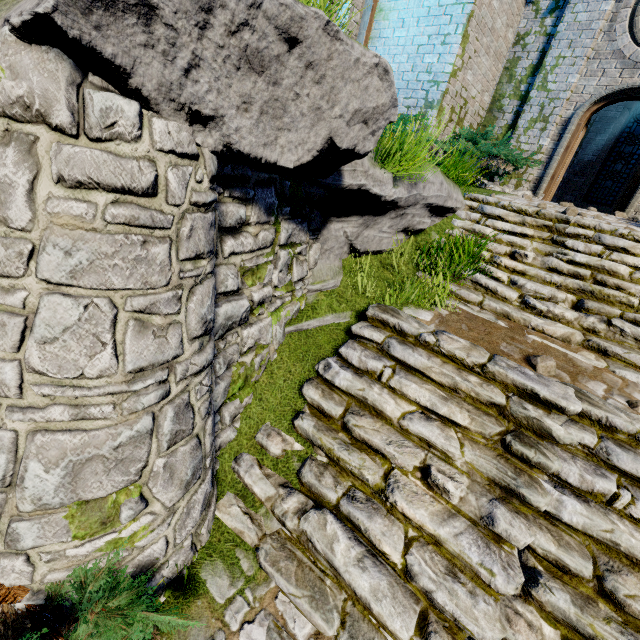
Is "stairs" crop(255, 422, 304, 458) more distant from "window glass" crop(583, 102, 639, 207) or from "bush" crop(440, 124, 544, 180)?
"window glass" crop(583, 102, 639, 207)

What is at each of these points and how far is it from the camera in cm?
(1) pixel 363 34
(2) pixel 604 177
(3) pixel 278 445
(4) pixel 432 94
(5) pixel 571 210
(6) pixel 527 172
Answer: (1) wooden post, 881
(2) window glass, 1273
(3) stairs, 347
(4) building, 812
(5) instancedfoliageactor, 670
(6) building, 936

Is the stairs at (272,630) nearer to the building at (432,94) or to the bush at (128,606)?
the bush at (128,606)

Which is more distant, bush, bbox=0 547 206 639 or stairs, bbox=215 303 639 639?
stairs, bbox=215 303 639 639

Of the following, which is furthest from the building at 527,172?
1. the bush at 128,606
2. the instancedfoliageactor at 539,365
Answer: the instancedfoliageactor at 539,365

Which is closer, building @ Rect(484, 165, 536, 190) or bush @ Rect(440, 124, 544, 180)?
bush @ Rect(440, 124, 544, 180)

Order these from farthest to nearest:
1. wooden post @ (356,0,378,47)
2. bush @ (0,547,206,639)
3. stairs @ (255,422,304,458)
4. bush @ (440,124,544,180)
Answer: wooden post @ (356,0,378,47)
bush @ (440,124,544,180)
stairs @ (255,422,304,458)
bush @ (0,547,206,639)

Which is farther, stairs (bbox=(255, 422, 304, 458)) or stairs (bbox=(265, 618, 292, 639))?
stairs (bbox=(255, 422, 304, 458))
